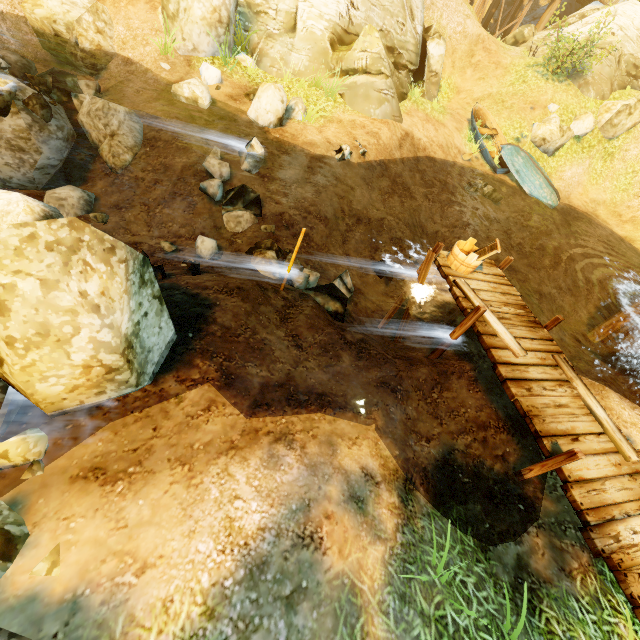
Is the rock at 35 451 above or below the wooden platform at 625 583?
below

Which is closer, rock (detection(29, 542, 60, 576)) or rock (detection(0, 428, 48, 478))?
rock (detection(29, 542, 60, 576))

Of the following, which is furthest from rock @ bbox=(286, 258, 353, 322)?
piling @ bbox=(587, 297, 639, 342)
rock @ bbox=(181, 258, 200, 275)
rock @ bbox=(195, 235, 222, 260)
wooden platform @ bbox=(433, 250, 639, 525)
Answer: piling @ bbox=(587, 297, 639, 342)

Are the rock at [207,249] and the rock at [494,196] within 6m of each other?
no

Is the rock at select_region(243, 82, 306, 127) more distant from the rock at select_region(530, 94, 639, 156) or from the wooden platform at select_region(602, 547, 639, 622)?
the rock at select_region(530, 94, 639, 156)

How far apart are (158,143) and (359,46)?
8.1 meters

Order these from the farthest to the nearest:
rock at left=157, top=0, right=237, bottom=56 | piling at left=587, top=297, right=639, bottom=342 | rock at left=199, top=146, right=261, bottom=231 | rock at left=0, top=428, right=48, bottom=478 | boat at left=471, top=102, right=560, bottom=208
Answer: boat at left=471, top=102, right=560, bottom=208
piling at left=587, top=297, right=639, bottom=342
rock at left=157, top=0, right=237, bottom=56
rock at left=199, top=146, right=261, bottom=231
rock at left=0, top=428, right=48, bottom=478

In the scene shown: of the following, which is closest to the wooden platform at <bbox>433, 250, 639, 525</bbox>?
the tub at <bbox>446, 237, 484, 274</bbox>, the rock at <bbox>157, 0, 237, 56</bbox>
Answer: the tub at <bbox>446, 237, 484, 274</bbox>
